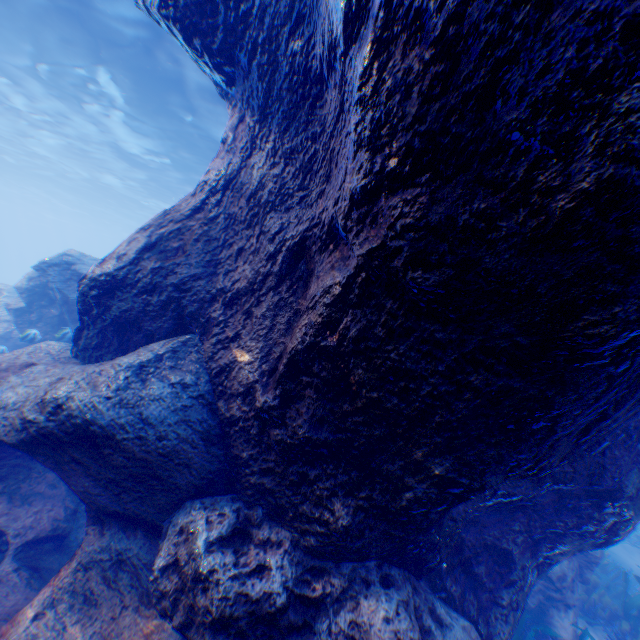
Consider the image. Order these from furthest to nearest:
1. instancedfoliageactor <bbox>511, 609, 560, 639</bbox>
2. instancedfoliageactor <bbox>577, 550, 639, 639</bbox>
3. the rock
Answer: instancedfoliageactor <bbox>577, 550, 639, 639</bbox>
instancedfoliageactor <bbox>511, 609, 560, 639</bbox>
the rock

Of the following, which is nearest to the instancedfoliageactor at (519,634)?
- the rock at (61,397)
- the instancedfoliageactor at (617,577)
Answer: the rock at (61,397)

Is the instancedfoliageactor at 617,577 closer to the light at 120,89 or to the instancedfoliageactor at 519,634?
the instancedfoliageactor at 519,634

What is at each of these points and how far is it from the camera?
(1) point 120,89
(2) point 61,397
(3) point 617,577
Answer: (1) light, 13.7 meters
(2) rock, 3.5 meters
(3) instancedfoliageactor, 8.1 meters

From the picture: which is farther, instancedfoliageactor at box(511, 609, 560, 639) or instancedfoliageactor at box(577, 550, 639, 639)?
instancedfoliageactor at box(577, 550, 639, 639)

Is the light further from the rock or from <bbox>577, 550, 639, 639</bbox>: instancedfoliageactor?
<bbox>577, 550, 639, 639</bbox>: instancedfoliageactor

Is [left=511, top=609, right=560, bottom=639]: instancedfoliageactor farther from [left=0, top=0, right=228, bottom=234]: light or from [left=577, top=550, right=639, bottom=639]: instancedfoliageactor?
[left=0, top=0, right=228, bottom=234]: light

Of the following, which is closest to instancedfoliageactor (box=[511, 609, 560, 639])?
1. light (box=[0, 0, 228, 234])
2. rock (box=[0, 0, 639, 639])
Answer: rock (box=[0, 0, 639, 639])
